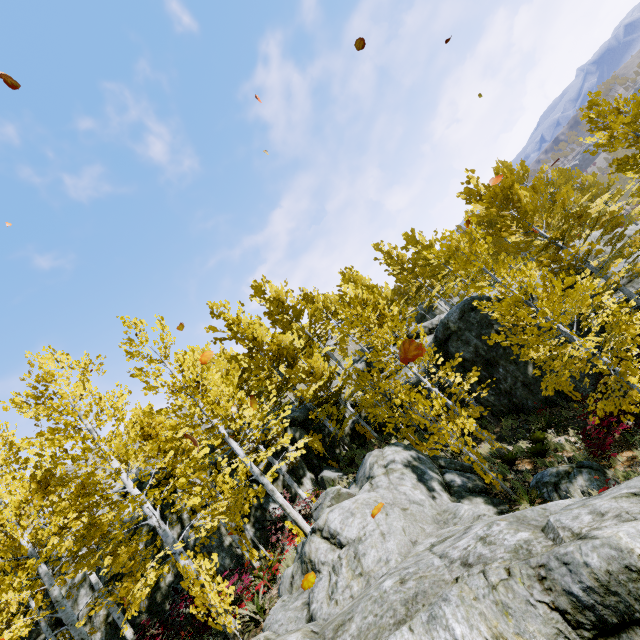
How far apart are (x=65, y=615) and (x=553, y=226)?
31.49m

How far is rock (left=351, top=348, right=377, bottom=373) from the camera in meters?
19.9 m

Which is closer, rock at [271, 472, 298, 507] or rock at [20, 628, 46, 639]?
rock at [20, 628, 46, 639]

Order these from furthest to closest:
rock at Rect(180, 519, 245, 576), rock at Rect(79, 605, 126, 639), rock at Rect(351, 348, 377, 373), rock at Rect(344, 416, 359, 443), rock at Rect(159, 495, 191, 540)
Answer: rock at Rect(351, 348, 377, 373) < rock at Rect(344, 416, 359, 443) < rock at Rect(159, 495, 191, 540) < rock at Rect(180, 519, 245, 576) < rock at Rect(79, 605, 126, 639)

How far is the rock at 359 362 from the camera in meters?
19.9

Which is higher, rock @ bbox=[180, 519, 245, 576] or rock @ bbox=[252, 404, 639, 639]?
rock @ bbox=[180, 519, 245, 576]

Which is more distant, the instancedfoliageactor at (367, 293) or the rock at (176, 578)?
the rock at (176, 578)
